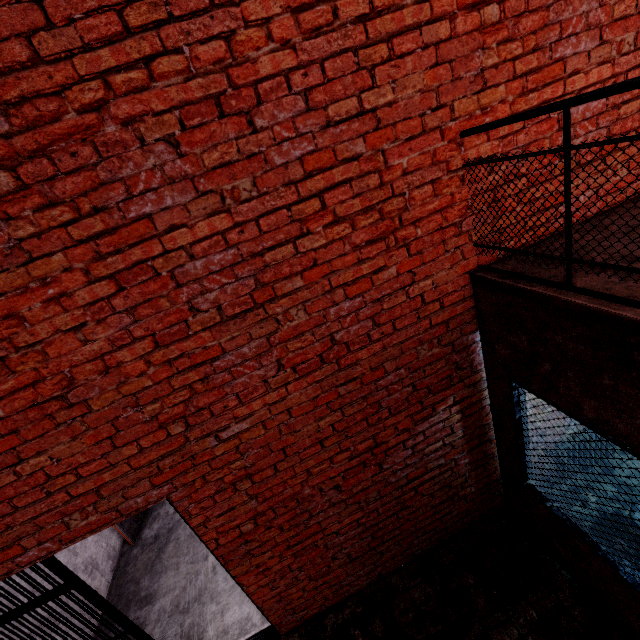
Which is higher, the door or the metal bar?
the metal bar

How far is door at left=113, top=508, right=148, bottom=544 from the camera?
5.1 meters

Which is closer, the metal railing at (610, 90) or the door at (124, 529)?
the metal railing at (610, 90)

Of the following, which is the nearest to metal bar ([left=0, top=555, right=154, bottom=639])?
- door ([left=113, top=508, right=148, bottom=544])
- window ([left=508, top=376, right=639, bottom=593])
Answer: door ([left=113, top=508, right=148, bottom=544])

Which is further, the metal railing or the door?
the door

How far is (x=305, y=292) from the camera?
2.29m

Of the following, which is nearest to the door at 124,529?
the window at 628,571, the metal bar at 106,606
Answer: the metal bar at 106,606

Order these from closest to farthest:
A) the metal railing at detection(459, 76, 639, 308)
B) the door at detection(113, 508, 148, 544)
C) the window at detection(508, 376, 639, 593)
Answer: the metal railing at detection(459, 76, 639, 308)
the window at detection(508, 376, 639, 593)
the door at detection(113, 508, 148, 544)
